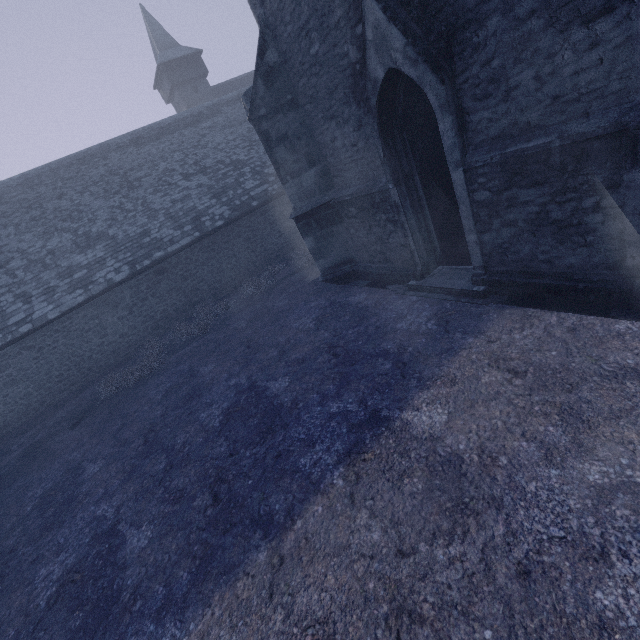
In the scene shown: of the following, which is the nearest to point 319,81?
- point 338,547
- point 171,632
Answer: point 338,547
